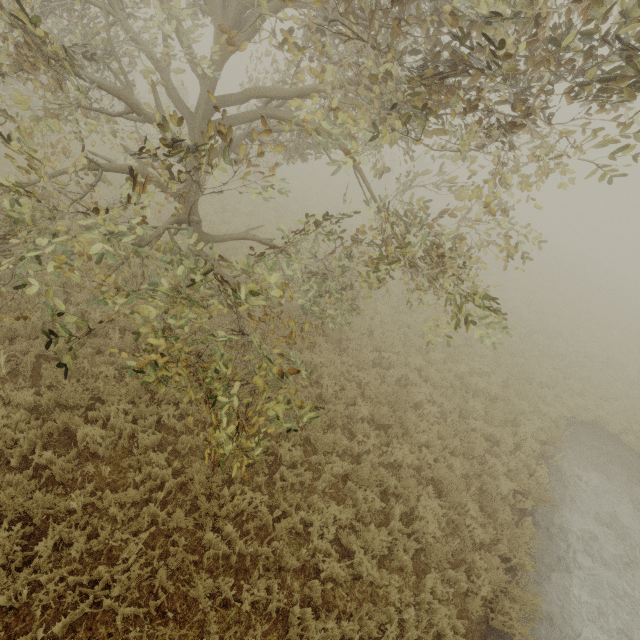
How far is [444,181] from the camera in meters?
5.9
